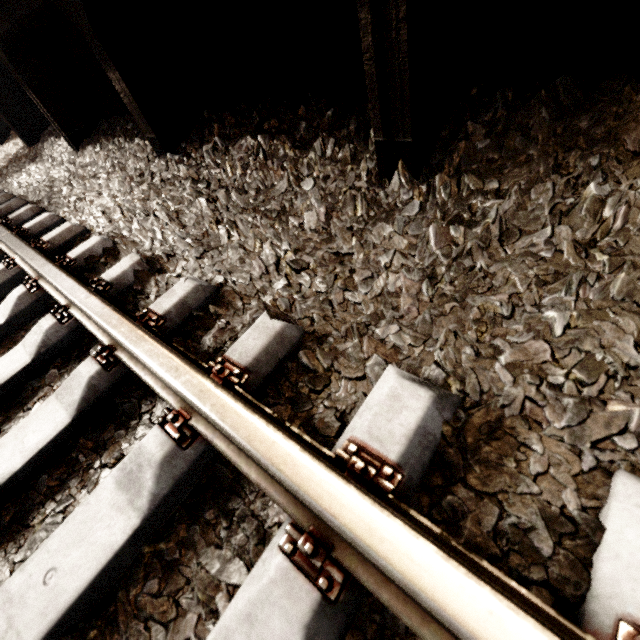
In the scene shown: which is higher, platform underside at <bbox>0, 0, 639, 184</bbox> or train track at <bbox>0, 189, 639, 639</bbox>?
platform underside at <bbox>0, 0, 639, 184</bbox>

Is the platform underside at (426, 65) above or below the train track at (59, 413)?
above

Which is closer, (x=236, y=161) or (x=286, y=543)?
(x=286, y=543)

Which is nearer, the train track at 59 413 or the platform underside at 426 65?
the train track at 59 413

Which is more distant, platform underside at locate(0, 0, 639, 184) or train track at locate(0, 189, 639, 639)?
platform underside at locate(0, 0, 639, 184)
